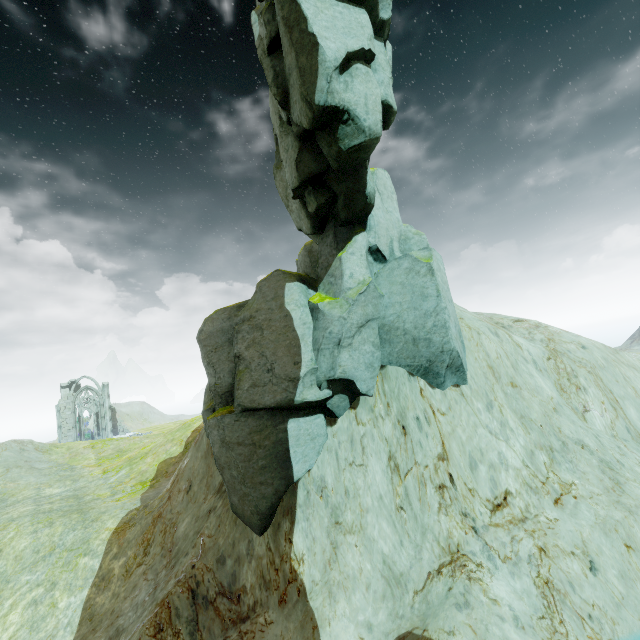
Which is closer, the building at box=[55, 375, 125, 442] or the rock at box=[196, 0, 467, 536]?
the rock at box=[196, 0, 467, 536]

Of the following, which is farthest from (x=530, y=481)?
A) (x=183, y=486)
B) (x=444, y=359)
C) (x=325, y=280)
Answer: (x=183, y=486)

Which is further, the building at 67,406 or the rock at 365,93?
the building at 67,406

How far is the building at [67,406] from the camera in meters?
50.6 m

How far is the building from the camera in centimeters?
5056cm
